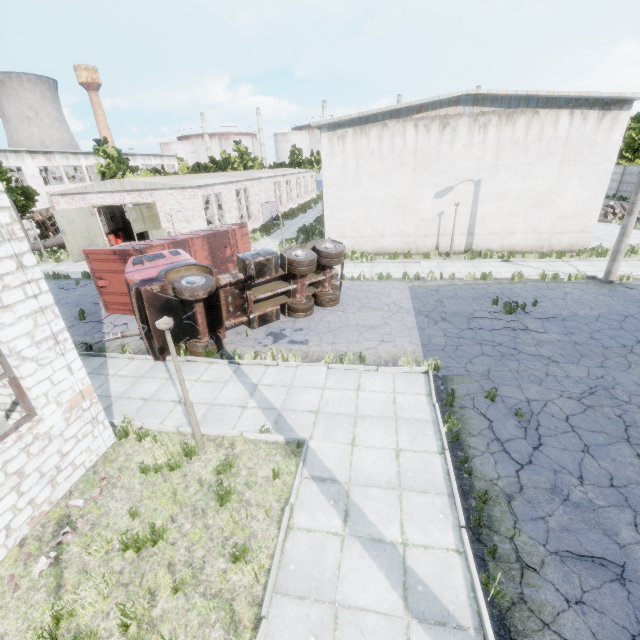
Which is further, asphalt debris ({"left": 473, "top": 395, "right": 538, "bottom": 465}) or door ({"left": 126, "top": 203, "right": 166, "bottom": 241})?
door ({"left": 126, "top": 203, "right": 166, "bottom": 241})

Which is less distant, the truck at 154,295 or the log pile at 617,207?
the truck at 154,295

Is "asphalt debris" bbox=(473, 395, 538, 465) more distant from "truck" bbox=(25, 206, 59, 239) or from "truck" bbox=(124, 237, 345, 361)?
"truck" bbox=(25, 206, 59, 239)

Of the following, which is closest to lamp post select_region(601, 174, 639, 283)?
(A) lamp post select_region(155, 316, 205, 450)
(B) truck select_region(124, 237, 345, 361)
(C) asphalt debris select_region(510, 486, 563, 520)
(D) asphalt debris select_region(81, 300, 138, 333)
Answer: (B) truck select_region(124, 237, 345, 361)

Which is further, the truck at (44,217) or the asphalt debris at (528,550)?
the truck at (44,217)

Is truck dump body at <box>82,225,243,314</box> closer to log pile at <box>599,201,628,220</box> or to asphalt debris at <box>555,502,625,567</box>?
asphalt debris at <box>555,502,625,567</box>

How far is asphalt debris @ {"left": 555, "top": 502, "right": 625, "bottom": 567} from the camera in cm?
494

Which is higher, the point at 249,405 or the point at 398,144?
the point at 398,144
